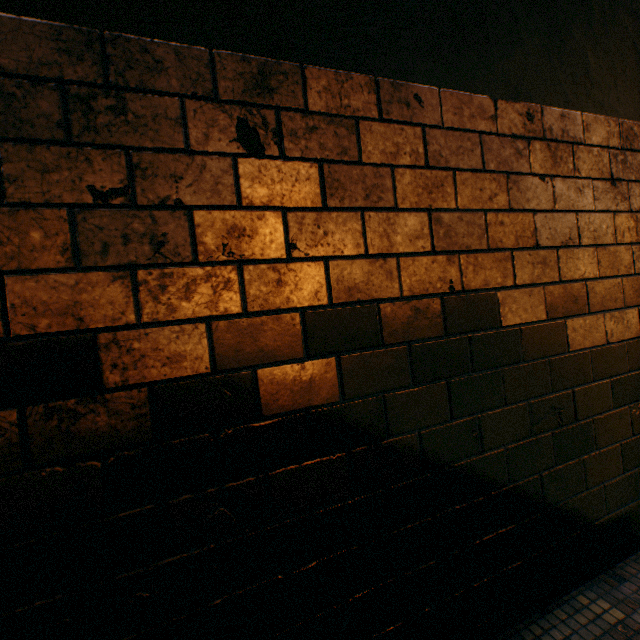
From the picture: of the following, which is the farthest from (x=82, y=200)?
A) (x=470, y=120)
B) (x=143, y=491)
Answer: (x=470, y=120)
